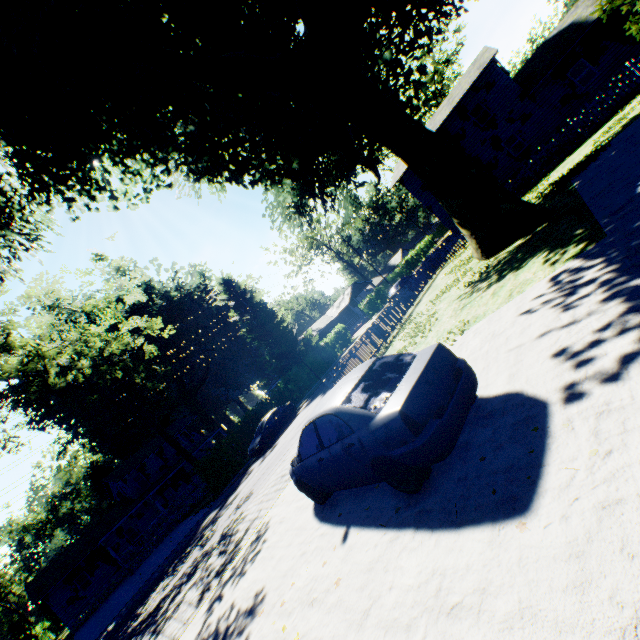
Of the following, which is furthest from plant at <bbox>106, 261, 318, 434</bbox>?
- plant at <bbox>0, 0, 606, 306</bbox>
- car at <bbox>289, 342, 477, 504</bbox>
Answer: car at <bbox>289, 342, 477, 504</bbox>

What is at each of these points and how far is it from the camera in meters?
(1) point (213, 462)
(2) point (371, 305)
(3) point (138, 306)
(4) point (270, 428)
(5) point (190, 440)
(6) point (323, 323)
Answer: (1) hedge, 24.7 m
(2) hedge, 47.8 m
(3) plant, 47.8 m
(4) car, 23.2 m
(5) house, 43.5 m
(6) house, 58.8 m

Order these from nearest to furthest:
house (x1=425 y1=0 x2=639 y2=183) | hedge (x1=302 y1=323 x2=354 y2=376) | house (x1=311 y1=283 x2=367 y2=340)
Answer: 1. house (x1=425 y1=0 x2=639 y2=183)
2. hedge (x1=302 y1=323 x2=354 y2=376)
3. house (x1=311 y1=283 x2=367 y2=340)

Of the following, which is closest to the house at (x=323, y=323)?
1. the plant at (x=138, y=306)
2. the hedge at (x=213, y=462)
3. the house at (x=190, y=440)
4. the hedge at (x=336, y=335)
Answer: the hedge at (x=336, y=335)

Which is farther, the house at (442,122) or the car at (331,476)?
the house at (442,122)

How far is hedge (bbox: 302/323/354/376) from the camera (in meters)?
35.44

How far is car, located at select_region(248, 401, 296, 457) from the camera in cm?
2230

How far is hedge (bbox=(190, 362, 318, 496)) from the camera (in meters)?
24.25
